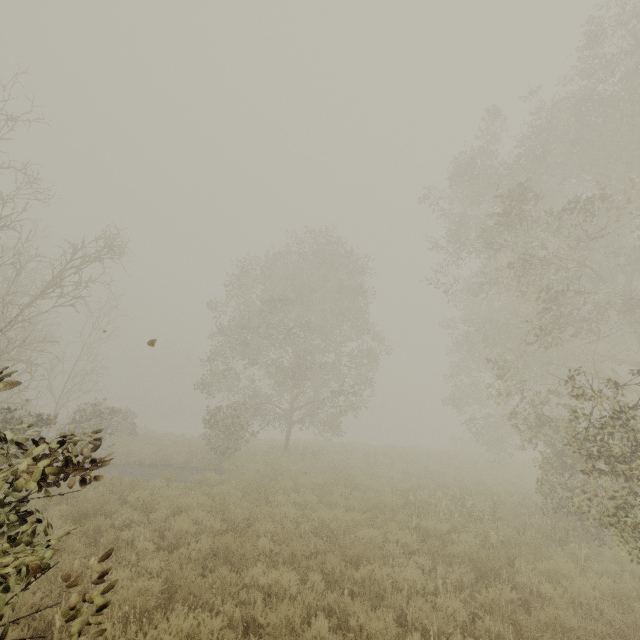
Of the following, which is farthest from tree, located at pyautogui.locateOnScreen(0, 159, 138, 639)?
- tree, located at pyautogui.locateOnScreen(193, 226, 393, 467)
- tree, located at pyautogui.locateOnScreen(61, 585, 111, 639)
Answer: tree, located at pyautogui.locateOnScreen(193, 226, 393, 467)

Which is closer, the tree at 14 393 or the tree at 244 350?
the tree at 14 393

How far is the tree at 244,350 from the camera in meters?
17.7 m

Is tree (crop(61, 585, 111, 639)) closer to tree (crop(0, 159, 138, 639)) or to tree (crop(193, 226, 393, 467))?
tree (crop(0, 159, 138, 639))

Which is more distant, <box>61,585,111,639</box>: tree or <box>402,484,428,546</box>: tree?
<box>402,484,428,546</box>: tree

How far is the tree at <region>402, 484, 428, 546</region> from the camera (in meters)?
7.04

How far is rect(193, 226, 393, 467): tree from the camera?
17.7m

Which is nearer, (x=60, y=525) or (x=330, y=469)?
(x=60, y=525)
